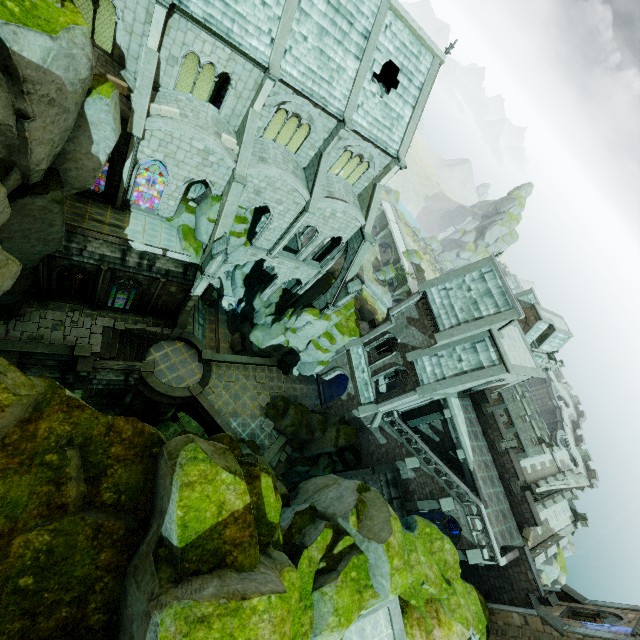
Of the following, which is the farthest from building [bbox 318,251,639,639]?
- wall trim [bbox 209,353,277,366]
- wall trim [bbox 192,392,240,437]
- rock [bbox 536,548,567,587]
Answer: rock [bbox 536,548,567,587]

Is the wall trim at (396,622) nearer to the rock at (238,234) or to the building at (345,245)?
the rock at (238,234)

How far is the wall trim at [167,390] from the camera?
25.67m

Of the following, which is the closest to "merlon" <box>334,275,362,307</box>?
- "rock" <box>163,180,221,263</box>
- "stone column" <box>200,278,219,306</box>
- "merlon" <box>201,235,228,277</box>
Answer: "rock" <box>163,180,221,263</box>

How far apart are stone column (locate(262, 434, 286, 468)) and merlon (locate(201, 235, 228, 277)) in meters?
16.5 m

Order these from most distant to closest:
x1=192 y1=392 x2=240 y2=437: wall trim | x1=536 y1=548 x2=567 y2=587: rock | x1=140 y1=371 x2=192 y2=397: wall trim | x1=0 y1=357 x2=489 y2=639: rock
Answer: x1=536 y1=548 x2=567 y2=587: rock → x1=192 y1=392 x2=240 y2=437: wall trim → x1=140 y1=371 x2=192 y2=397: wall trim → x1=0 y1=357 x2=489 y2=639: rock

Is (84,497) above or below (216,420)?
above

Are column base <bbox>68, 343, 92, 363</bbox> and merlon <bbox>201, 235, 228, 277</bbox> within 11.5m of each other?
yes
